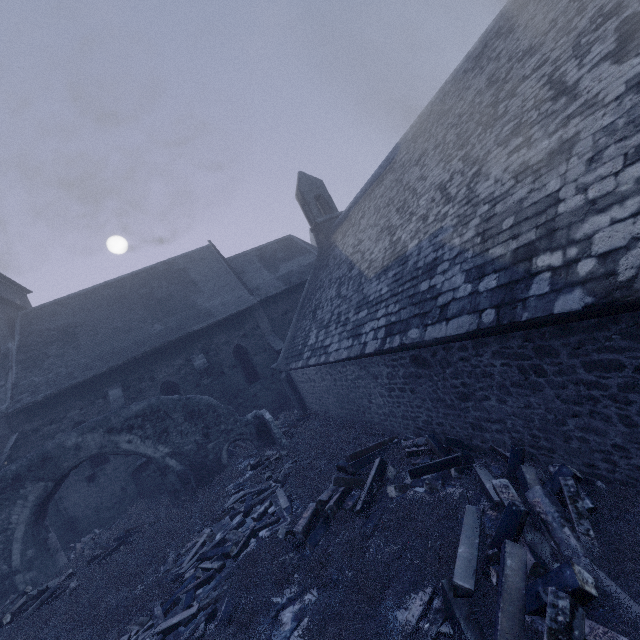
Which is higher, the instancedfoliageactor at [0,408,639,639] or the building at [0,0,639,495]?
the building at [0,0,639,495]

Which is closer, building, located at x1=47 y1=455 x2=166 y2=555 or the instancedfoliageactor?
the instancedfoliageactor

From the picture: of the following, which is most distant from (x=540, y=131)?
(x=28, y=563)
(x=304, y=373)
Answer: (x=28, y=563)

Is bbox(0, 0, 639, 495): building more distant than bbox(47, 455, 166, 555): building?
No

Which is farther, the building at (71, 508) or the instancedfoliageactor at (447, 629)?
the building at (71, 508)

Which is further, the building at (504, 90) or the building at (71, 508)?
the building at (71, 508)

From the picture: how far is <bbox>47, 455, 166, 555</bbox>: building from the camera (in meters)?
15.11
